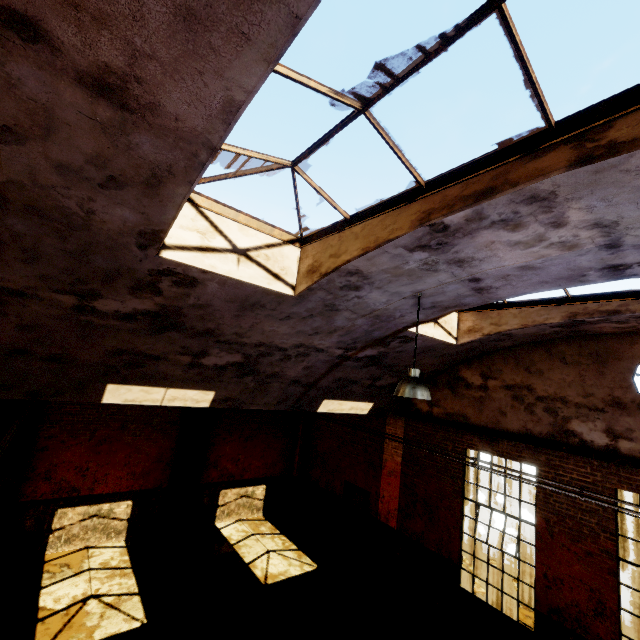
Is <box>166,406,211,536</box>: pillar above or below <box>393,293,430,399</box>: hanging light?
below

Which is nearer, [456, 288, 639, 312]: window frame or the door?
[456, 288, 639, 312]: window frame

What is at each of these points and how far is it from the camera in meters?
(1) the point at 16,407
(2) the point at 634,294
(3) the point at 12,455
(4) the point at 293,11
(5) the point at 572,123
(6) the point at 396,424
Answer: (1) pillar, 8.8 m
(2) window frame, 5.7 m
(3) pillar, 8.7 m
(4) building, 1.6 m
(5) window frame, 2.5 m
(6) pillar, 11.0 m

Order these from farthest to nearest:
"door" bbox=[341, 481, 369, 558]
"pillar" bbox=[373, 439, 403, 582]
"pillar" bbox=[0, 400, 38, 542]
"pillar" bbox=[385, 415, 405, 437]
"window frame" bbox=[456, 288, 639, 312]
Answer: "door" bbox=[341, 481, 369, 558], "pillar" bbox=[385, 415, 405, 437], "pillar" bbox=[373, 439, 403, 582], "pillar" bbox=[0, 400, 38, 542], "window frame" bbox=[456, 288, 639, 312]

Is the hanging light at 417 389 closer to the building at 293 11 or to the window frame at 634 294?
the building at 293 11

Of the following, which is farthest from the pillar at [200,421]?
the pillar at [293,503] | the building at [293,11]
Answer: the building at [293,11]

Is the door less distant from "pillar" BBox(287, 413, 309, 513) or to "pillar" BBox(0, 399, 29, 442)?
"pillar" BBox(287, 413, 309, 513)

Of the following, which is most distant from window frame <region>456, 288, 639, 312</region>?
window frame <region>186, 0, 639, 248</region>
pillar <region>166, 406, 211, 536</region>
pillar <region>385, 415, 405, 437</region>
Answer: pillar <region>166, 406, 211, 536</region>
